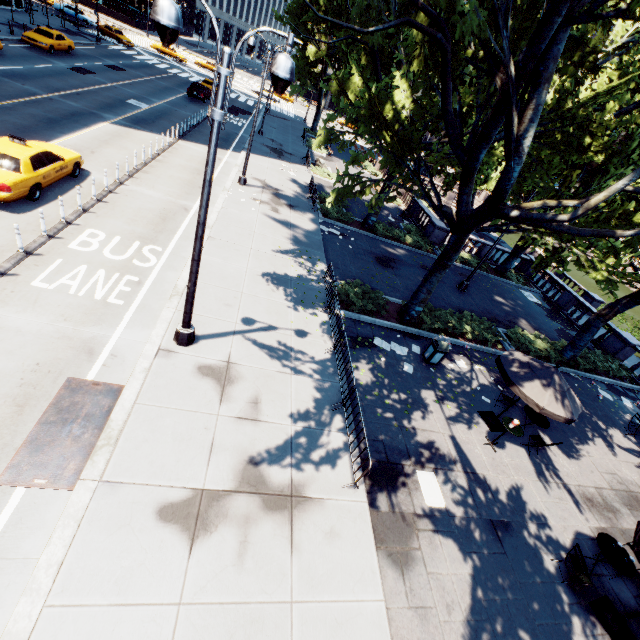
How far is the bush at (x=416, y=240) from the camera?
22.8 meters

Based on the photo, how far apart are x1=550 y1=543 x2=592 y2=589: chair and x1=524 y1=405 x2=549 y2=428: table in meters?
3.9

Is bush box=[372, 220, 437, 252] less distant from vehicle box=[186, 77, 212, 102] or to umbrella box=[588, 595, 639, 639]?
umbrella box=[588, 595, 639, 639]

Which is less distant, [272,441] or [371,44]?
[272,441]

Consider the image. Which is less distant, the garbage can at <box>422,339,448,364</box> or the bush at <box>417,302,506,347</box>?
the garbage can at <box>422,339,448,364</box>

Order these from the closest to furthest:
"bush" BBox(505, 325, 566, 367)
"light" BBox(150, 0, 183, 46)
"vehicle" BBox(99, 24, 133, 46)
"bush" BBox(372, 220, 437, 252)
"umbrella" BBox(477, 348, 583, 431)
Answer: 1. "light" BBox(150, 0, 183, 46)
2. "umbrella" BBox(477, 348, 583, 431)
3. "bush" BBox(505, 325, 566, 367)
4. "bush" BBox(372, 220, 437, 252)
5. "vehicle" BBox(99, 24, 133, 46)

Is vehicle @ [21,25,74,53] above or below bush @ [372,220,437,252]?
above

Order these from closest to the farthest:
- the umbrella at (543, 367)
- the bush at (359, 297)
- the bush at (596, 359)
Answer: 1. the umbrella at (543, 367)
2. the bush at (359, 297)
3. the bush at (596, 359)
